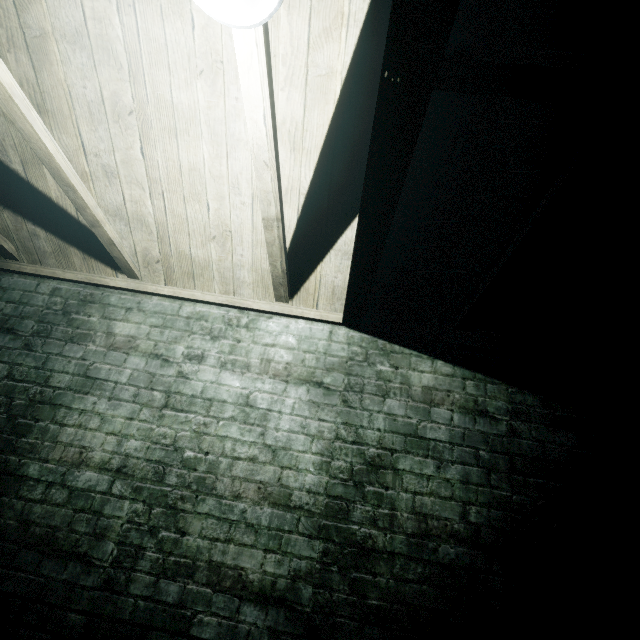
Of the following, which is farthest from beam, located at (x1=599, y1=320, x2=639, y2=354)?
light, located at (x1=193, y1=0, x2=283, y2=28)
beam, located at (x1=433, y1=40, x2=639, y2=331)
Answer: light, located at (x1=193, y1=0, x2=283, y2=28)

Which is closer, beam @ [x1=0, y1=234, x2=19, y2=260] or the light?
the light

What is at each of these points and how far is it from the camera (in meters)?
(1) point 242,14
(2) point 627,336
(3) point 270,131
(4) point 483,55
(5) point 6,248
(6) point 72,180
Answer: (1) light, 0.87
(2) beam, 1.91
(3) beam, 1.21
(4) beam, 0.94
(5) beam, 2.19
(6) beam, 1.59

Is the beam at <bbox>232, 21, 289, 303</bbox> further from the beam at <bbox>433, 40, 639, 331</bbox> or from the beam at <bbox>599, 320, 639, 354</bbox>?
the beam at <bbox>599, 320, 639, 354</bbox>

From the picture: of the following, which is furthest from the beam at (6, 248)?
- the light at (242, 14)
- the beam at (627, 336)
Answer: the beam at (627, 336)

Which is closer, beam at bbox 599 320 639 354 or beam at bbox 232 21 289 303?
beam at bbox 232 21 289 303

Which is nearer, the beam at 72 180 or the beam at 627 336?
the beam at 72 180

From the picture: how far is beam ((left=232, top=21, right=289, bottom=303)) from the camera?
1.0 meters
